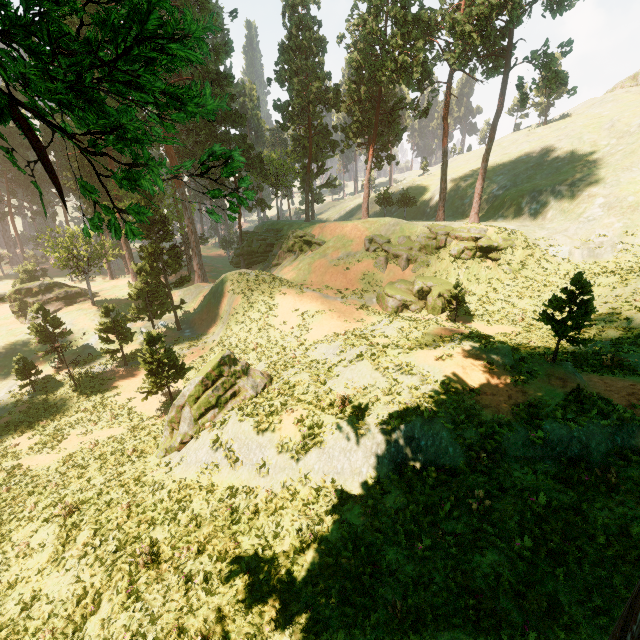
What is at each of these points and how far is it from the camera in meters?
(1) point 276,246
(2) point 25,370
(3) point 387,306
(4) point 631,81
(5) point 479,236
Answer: (1) rock, 51.9
(2) treerock, 26.4
(3) rock, 32.1
(4) treerock, 57.4
(5) rock, 31.1

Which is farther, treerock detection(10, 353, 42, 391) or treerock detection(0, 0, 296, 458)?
treerock detection(10, 353, 42, 391)

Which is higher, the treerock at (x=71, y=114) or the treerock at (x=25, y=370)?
the treerock at (x=71, y=114)

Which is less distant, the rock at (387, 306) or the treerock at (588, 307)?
the treerock at (588, 307)

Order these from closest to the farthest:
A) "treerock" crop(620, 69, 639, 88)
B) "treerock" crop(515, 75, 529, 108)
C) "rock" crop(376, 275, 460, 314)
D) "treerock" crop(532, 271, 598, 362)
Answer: "treerock" crop(532, 271, 598, 362) → "rock" crop(376, 275, 460, 314) → "treerock" crop(515, 75, 529, 108) → "treerock" crop(620, 69, 639, 88)

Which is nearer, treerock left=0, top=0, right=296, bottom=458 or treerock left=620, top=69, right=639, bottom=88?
treerock left=0, top=0, right=296, bottom=458

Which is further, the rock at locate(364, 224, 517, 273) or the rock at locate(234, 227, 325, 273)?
the rock at locate(234, 227, 325, 273)

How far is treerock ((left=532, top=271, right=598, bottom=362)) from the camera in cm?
1174
